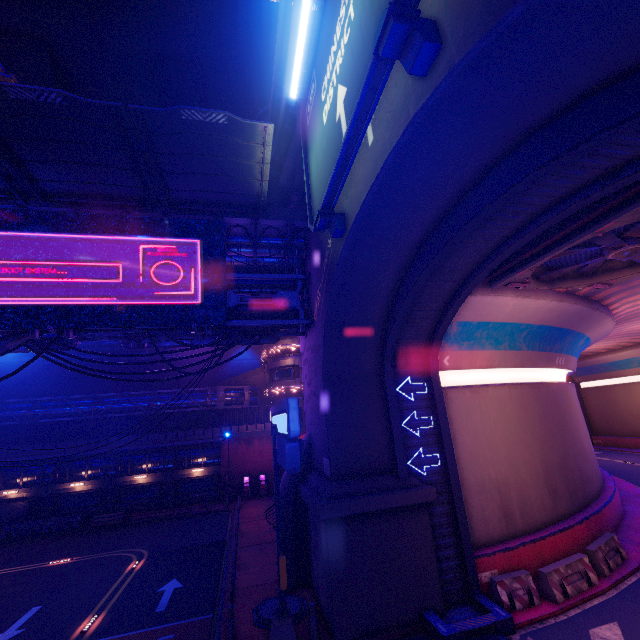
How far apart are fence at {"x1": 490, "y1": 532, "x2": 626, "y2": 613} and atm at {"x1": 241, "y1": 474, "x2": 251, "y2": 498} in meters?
24.7

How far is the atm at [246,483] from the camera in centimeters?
3036cm

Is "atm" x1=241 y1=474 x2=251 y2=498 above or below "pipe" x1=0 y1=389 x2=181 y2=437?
below

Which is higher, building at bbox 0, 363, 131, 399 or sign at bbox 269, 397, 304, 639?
building at bbox 0, 363, 131, 399

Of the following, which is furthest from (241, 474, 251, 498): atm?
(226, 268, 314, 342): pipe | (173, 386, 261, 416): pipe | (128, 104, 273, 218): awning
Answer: (128, 104, 273, 218): awning

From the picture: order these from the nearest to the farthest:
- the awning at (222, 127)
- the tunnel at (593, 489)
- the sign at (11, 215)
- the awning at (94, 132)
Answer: the tunnel at (593, 489), the awning at (94, 132), the awning at (222, 127), the sign at (11, 215)

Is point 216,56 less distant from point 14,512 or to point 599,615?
point 14,512

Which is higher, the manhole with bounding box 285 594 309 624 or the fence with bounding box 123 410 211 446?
the fence with bounding box 123 410 211 446
